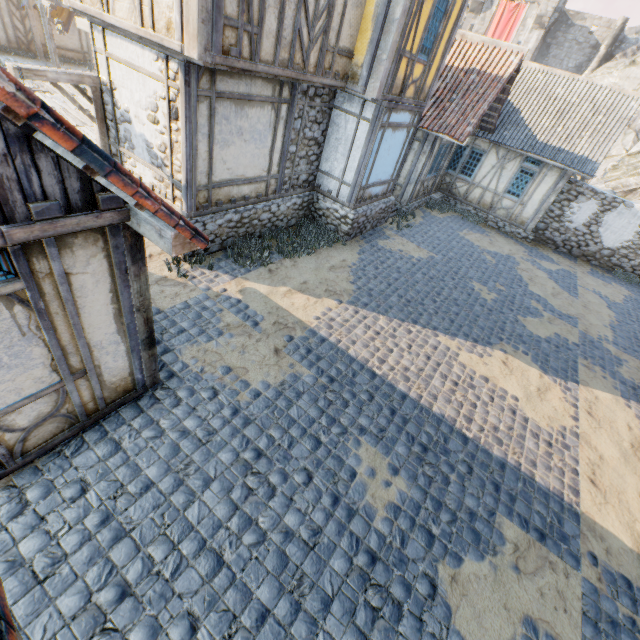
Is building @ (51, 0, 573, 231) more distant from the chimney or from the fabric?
the chimney

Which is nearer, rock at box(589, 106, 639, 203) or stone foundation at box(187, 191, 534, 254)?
stone foundation at box(187, 191, 534, 254)

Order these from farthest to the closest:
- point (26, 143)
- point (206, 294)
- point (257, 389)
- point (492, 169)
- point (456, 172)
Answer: point (456, 172) → point (492, 169) → point (206, 294) → point (257, 389) → point (26, 143)

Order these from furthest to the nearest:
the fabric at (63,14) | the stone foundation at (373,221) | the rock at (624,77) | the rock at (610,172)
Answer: the rock at (624,77), the rock at (610,172), the fabric at (63,14), the stone foundation at (373,221)

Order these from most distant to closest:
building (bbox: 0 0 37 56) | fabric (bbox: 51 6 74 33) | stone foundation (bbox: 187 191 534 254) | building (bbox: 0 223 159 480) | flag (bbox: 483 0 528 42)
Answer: flag (bbox: 483 0 528 42) → fabric (bbox: 51 6 74 33) → building (bbox: 0 0 37 56) → stone foundation (bbox: 187 191 534 254) → building (bbox: 0 223 159 480)

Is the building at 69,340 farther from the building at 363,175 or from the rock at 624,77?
the rock at 624,77

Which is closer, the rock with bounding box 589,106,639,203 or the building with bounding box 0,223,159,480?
the building with bounding box 0,223,159,480

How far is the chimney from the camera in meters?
33.7 m
